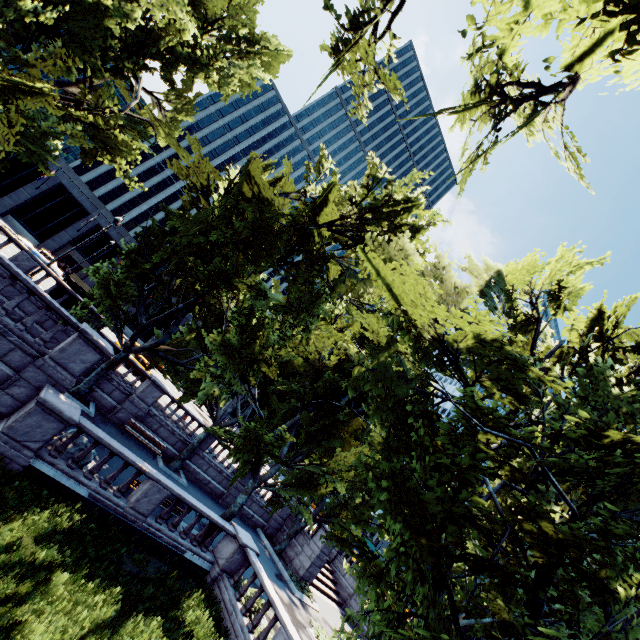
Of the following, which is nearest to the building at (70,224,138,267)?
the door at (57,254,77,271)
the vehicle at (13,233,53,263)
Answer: the door at (57,254,77,271)

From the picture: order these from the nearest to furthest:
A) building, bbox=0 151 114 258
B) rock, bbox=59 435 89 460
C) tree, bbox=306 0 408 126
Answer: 1. tree, bbox=306 0 408 126
2. rock, bbox=59 435 89 460
3. building, bbox=0 151 114 258

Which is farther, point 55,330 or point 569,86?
point 55,330

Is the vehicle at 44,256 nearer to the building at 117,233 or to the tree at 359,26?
the building at 117,233

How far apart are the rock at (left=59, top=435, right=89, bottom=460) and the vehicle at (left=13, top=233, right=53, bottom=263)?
29.60m

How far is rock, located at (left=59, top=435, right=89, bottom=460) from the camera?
11.73m

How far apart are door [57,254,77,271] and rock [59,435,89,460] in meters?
40.1
